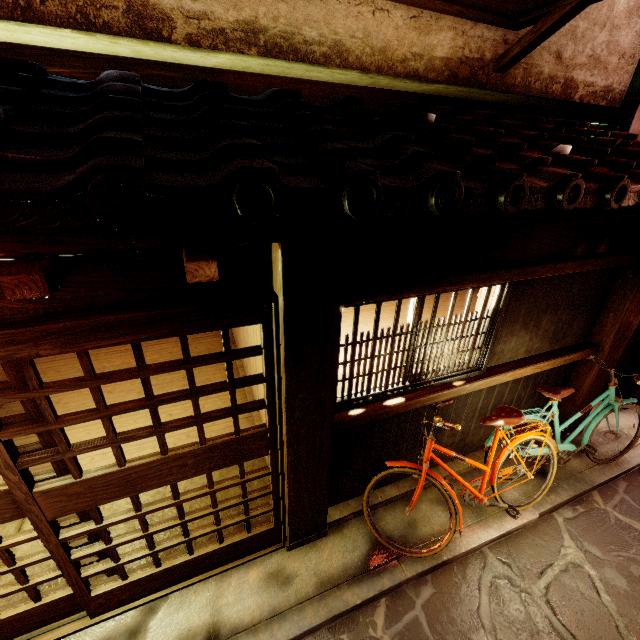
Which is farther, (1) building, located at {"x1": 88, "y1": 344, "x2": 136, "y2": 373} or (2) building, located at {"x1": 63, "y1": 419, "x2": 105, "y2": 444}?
(1) building, located at {"x1": 88, "y1": 344, "x2": 136, "y2": 373}

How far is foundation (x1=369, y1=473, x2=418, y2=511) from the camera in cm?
685

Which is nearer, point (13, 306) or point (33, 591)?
point (13, 306)

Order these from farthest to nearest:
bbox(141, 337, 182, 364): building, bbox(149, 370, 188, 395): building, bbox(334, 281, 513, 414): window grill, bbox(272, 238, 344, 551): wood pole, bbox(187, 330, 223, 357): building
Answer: bbox(187, 330, 223, 357): building → bbox(141, 337, 182, 364): building → bbox(149, 370, 188, 395): building → bbox(334, 281, 513, 414): window grill → bbox(272, 238, 344, 551): wood pole

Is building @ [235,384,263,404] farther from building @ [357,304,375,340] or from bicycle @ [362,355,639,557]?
bicycle @ [362,355,639,557]

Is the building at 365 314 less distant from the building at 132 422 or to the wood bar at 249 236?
the building at 132 422

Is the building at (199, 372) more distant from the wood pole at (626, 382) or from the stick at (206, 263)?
the wood pole at (626, 382)

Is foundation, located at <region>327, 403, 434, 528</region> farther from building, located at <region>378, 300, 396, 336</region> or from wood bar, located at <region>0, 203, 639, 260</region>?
wood bar, located at <region>0, 203, 639, 260</region>
